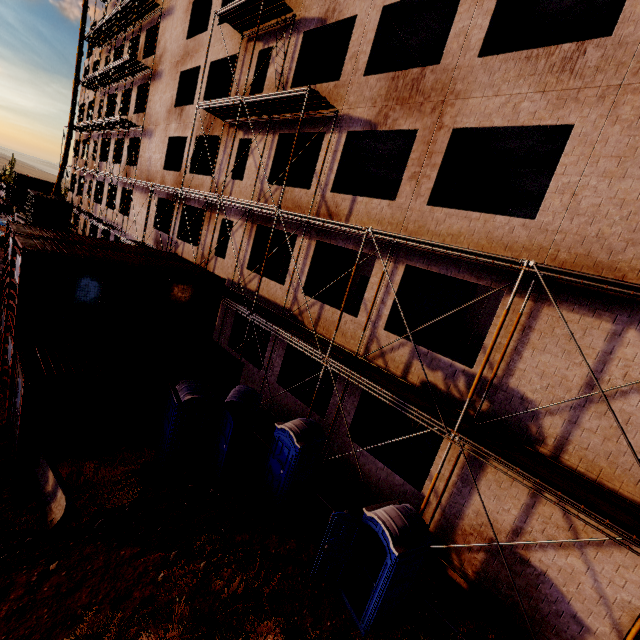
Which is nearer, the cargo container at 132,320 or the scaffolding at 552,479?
the scaffolding at 552,479

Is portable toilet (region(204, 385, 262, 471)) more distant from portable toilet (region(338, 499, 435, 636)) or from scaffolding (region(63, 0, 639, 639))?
portable toilet (region(338, 499, 435, 636))

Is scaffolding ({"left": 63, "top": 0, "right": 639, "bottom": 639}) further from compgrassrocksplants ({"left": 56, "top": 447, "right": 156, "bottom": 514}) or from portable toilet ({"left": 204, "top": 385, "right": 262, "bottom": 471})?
compgrassrocksplants ({"left": 56, "top": 447, "right": 156, "bottom": 514})

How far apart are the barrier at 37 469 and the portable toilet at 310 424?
4.4 meters

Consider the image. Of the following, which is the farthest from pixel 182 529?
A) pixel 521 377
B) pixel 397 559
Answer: pixel 521 377

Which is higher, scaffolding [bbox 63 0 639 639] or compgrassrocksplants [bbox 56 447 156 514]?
scaffolding [bbox 63 0 639 639]

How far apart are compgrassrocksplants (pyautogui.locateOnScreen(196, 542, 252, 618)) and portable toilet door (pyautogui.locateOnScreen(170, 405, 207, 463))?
3.42m

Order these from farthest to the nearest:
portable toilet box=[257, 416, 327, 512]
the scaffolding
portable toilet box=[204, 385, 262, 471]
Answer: portable toilet box=[204, 385, 262, 471], portable toilet box=[257, 416, 327, 512], the scaffolding
